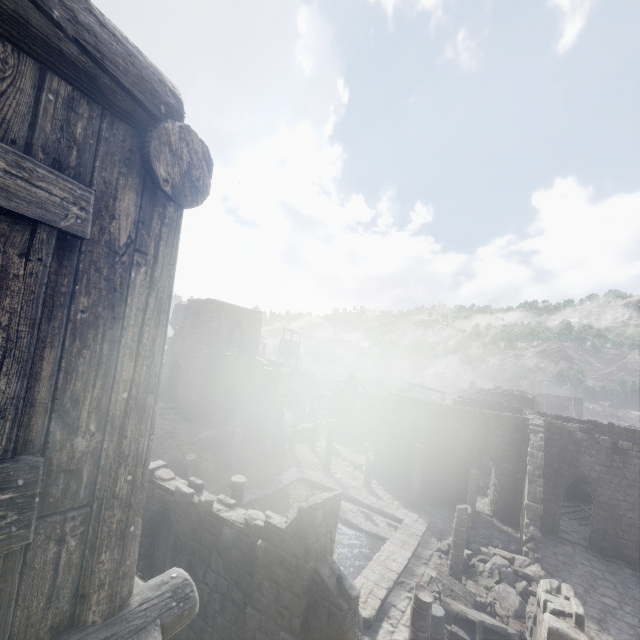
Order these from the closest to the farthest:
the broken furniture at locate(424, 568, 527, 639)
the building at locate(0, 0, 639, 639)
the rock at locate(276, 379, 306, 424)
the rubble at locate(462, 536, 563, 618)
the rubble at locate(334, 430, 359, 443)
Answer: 1. the building at locate(0, 0, 639, 639)
2. the broken furniture at locate(424, 568, 527, 639)
3. the rubble at locate(462, 536, 563, 618)
4. the rubble at locate(334, 430, 359, 443)
5. the rock at locate(276, 379, 306, 424)

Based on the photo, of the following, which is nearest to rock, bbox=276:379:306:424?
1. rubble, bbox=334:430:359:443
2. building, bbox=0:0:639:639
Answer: building, bbox=0:0:639:639

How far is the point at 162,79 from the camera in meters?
1.7

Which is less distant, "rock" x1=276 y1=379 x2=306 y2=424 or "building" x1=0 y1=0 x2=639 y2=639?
"building" x1=0 y1=0 x2=639 y2=639

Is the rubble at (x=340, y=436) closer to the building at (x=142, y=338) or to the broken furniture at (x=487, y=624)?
the building at (x=142, y=338)

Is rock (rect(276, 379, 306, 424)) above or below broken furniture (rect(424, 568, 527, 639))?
above

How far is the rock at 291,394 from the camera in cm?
4166

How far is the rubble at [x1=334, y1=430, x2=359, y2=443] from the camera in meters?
34.6
